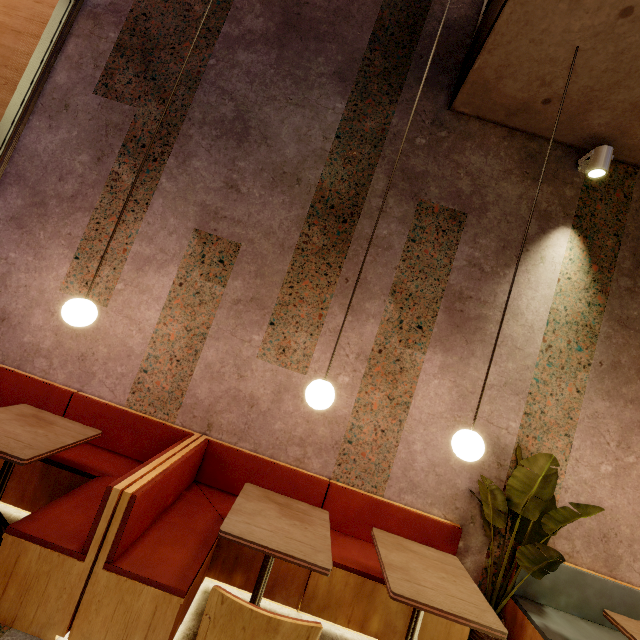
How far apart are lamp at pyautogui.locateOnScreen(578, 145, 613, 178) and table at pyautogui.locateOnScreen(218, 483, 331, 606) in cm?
381

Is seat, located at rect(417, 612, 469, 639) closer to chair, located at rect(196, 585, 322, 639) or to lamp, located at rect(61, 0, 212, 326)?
chair, located at rect(196, 585, 322, 639)

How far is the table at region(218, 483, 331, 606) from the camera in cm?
171

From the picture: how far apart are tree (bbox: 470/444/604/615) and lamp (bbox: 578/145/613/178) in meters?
2.6

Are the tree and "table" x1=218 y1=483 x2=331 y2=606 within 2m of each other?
yes

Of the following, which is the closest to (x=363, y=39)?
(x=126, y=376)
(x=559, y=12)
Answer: (x=559, y=12)

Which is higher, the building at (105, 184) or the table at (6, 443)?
the building at (105, 184)

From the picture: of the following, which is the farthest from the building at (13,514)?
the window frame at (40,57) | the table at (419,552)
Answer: the table at (419,552)
